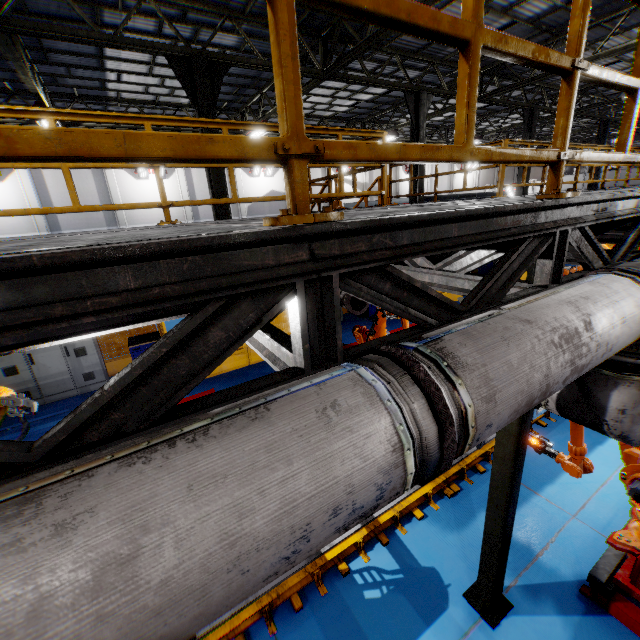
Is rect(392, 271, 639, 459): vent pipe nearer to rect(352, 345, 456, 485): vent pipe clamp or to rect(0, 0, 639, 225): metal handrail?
rect(352, 345, 456, 485): vent pipe clamp

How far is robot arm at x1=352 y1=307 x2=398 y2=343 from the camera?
7.1m

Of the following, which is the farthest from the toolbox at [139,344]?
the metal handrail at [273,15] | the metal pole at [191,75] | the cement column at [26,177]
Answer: the cement column at [26,177]

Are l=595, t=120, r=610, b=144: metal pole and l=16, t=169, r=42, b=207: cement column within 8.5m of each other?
no

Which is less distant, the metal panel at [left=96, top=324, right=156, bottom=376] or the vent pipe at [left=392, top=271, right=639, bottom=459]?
the vent pipe at [left=392, top=271, right=639, bottom=459]

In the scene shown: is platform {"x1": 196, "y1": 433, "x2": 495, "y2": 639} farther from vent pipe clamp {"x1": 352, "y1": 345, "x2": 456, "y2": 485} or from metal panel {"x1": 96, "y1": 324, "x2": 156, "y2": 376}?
metal panel {"x1": 96, "y1": 324, "x2": 156, "y2": 376}

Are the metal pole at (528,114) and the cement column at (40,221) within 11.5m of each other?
no

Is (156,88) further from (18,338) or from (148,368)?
(148,368)
